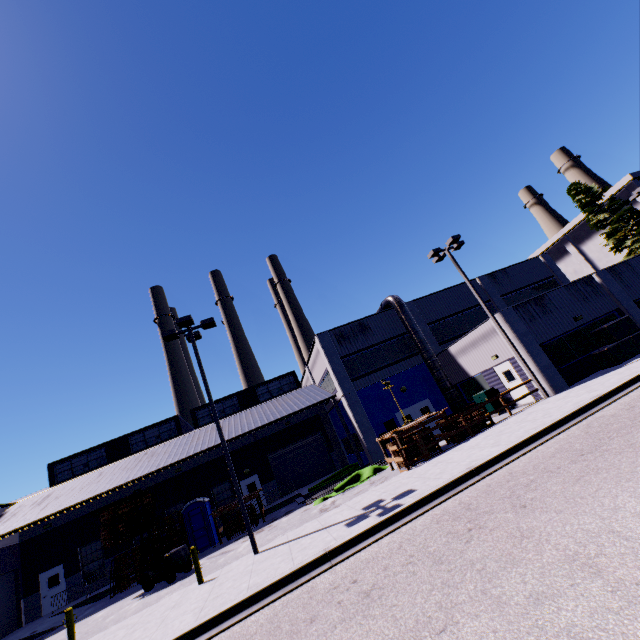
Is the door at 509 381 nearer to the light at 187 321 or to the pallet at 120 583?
the light at 187 321

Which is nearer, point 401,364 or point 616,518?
point 616,518

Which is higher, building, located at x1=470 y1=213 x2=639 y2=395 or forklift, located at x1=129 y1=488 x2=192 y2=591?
building, located at x1=470 y1=213 x2=639 y2=395

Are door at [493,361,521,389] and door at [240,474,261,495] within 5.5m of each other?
no

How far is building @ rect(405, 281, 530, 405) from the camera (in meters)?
19.19

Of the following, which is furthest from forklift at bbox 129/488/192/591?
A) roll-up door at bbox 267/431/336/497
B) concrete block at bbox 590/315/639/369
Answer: concrete block at bbox 590/315/639/369

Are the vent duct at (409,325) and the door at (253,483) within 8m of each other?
yes

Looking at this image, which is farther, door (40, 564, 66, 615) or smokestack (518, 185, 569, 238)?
smokestack (518, 185, 569, 238)
